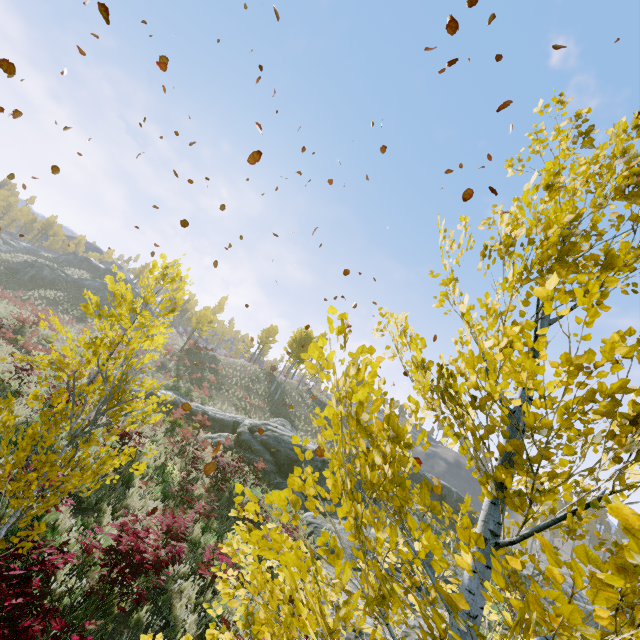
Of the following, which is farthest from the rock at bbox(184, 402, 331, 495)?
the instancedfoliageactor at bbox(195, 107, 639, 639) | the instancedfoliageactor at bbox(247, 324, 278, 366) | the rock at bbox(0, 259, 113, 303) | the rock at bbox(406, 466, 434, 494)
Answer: the rock at bbox(0, 259, 113, 303)

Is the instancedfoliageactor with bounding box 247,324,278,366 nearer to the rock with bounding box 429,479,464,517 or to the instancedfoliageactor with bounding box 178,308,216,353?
the rock with bounding box 429,479,464,517

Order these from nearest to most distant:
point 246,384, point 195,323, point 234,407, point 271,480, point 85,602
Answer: point 85,602, point 271,480, point 234,407, point 246,384, point 195,323

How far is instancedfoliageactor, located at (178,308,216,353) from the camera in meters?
41.6 m

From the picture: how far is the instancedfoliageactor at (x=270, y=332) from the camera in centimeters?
5134cm

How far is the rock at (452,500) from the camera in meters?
33.9 m

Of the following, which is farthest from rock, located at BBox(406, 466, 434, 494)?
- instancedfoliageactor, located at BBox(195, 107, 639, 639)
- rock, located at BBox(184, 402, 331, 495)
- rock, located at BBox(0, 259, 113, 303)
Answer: rock, located at BBox(0, 259, 113, 303)

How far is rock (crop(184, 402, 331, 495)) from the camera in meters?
18.2
